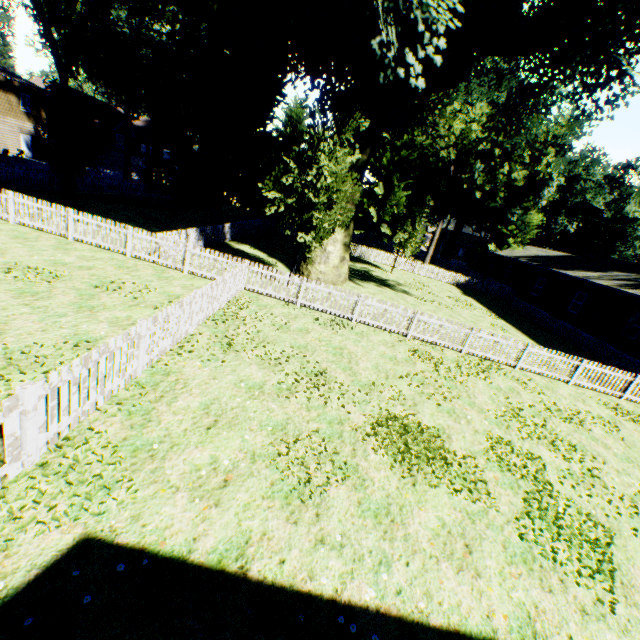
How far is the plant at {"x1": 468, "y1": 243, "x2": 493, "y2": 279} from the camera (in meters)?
45.75

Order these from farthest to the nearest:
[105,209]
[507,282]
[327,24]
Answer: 1. [507,282]
2. [105,209]
3. [327,24]

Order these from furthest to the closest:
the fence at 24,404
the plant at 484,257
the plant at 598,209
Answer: the plant at 484,257 < the plant at 598,209 < the fence at 24,404

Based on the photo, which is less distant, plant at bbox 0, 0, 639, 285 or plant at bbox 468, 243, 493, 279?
plant at bbox 0, 0, 639, 285

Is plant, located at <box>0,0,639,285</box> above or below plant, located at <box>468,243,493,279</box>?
above

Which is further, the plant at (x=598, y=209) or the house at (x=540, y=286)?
the house at (x=540, y=286)

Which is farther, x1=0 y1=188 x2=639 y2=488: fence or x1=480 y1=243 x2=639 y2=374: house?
x1=480 y1=243 x2=639 y2=374: house

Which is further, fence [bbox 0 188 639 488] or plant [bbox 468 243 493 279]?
plant [bbox 468 243 493 279]
